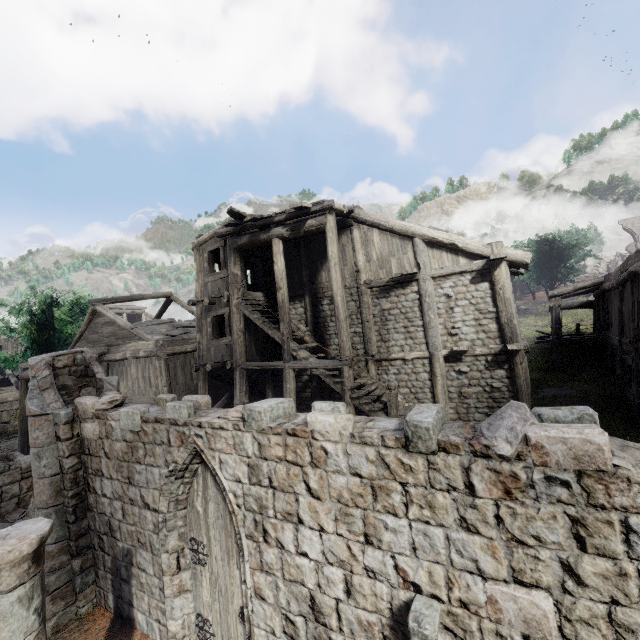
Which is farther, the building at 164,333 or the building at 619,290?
the building at 619,290

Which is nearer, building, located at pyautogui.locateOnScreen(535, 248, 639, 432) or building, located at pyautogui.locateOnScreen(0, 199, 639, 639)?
building, located at pyautogui.locateOnScreen(0, 199, 639, 639)

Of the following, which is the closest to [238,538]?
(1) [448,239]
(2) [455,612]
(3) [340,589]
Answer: (3) [340,589]
